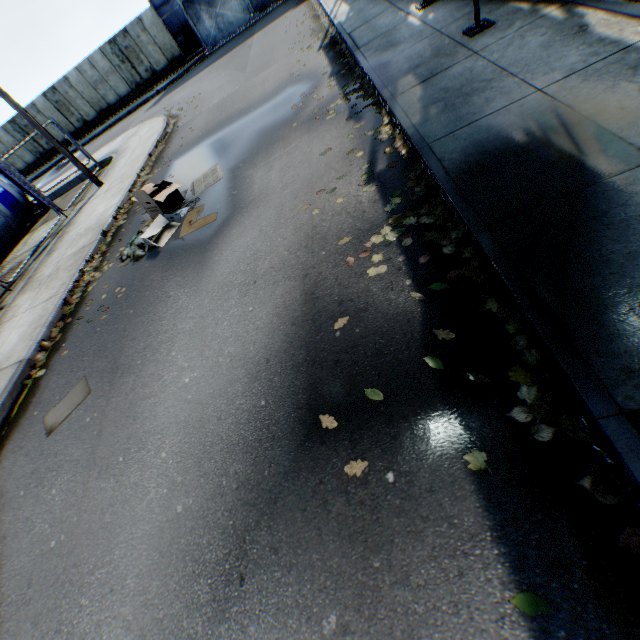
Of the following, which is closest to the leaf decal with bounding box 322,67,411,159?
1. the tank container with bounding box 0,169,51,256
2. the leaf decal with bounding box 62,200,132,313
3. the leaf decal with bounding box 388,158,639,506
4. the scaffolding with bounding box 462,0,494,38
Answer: the leaf decal with bounding box 388,158,639,506

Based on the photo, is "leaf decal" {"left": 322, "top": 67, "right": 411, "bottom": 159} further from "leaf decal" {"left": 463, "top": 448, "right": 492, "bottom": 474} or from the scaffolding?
the scaffolding

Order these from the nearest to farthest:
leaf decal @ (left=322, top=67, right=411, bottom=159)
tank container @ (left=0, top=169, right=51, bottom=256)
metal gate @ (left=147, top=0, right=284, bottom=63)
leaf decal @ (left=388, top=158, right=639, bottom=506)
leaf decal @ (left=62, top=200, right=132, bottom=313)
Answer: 1. leaf decal @ (left=388, top=158, right=639, bottom=506)
2. leaf decal @ (left=322, top=67, right=411, bottom=159)
3. leaf decal @ (left=62, top=200, right=132, bottom=313)
4. tank container @ (left=0, top=169, right=51, bottom=256)
5. metal gate @ (left=147, top=0, right=284, bottom=63)

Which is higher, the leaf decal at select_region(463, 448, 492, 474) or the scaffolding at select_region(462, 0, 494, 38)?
the scaffolding at select_region(462, 0, 494, 38)

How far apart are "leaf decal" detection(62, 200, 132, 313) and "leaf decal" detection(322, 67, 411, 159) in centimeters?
618cm

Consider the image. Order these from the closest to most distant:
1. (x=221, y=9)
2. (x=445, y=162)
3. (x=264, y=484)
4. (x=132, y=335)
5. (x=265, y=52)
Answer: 1. (x=264, y=484)
2. (x=445, y=162)
3. (x=132, y=335)
4. (x=265, y=52)
5. (x=221, y=9)

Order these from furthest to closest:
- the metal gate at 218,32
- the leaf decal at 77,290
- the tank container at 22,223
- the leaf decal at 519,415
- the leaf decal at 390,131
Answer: the metal gate at 218,32, the tank container at 22,223, the leaf decal at 77,290, the leaf decal at 390,131, the leaf decal at 519,415

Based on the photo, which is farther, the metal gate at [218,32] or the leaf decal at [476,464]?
the metal gate at [218,32]
